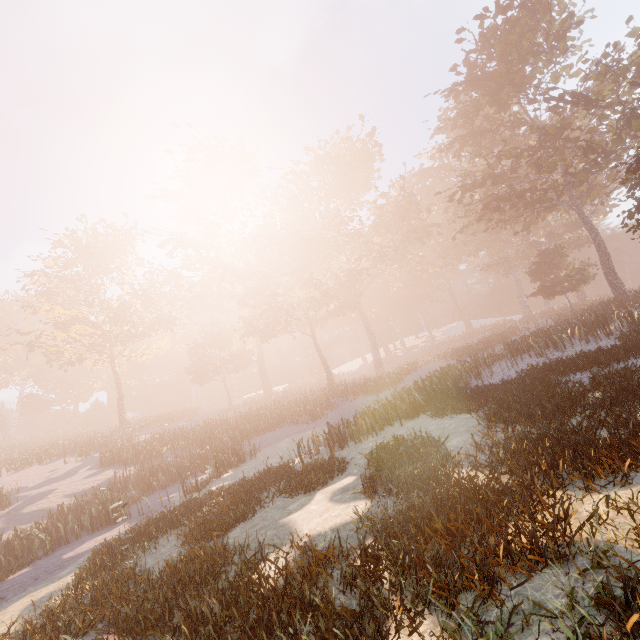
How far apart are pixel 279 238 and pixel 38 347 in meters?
30.7 m
